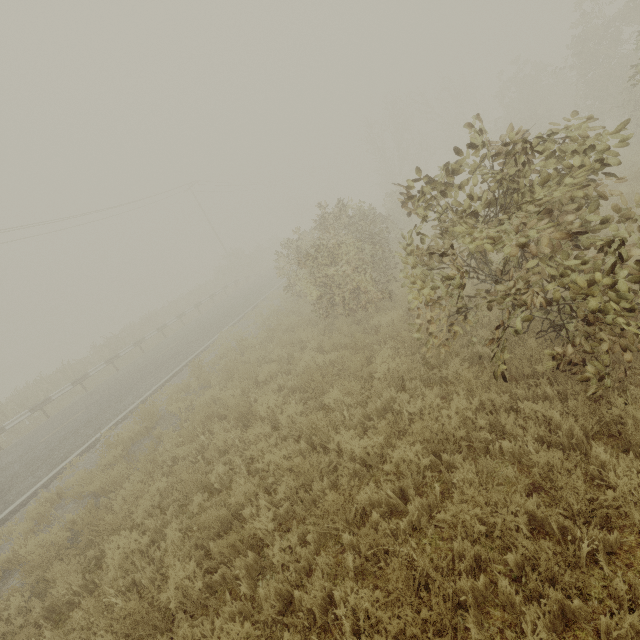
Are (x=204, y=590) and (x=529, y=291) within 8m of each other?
yes
